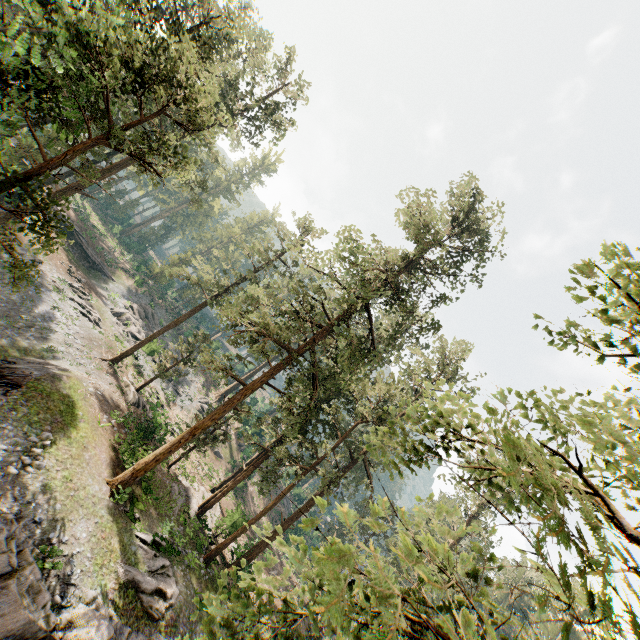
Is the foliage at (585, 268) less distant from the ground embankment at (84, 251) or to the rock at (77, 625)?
the rock at (77, 625)

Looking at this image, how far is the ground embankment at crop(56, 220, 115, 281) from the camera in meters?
41.9 m

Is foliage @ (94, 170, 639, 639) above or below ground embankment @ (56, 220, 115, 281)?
above

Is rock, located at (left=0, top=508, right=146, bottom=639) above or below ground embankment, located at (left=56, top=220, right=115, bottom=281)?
below

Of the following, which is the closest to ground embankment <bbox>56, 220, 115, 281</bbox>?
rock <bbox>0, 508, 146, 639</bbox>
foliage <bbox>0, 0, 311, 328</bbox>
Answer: foliage <bbox>0, 0, 311, 328</bbox>

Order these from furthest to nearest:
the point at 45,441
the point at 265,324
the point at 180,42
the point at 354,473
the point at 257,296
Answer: the point at 354,473 → the point at 257,296 → the point at 265,324 → the point at 180,42 → the point at 45,441

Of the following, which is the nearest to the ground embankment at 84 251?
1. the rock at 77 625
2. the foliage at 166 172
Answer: the foliage at 166 172

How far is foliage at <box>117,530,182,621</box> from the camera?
15.2m
